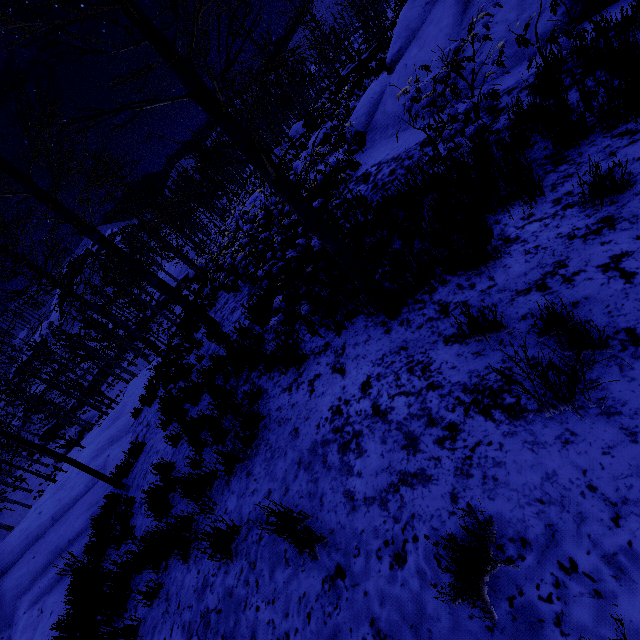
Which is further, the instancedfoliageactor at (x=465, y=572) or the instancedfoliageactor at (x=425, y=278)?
the instancedfoliageactor at (x=425, y=278)

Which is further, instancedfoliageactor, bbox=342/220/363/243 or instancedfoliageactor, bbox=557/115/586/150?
instancedfoliageactor, bbox=342/220/363/243

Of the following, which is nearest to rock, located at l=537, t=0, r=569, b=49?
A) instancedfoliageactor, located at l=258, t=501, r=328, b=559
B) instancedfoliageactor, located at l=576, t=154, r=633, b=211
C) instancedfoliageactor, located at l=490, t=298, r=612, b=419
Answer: instancedfoliageactor, located at l=576, t=154, r=633, b=211

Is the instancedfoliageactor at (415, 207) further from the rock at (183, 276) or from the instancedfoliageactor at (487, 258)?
the rock at (183, 276)

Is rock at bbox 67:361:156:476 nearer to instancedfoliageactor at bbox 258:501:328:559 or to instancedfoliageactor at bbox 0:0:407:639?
instancedfoliageactor at bbox 0:0:407:639

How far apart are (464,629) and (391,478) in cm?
90

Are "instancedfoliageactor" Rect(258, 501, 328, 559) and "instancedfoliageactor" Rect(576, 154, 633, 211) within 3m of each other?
no

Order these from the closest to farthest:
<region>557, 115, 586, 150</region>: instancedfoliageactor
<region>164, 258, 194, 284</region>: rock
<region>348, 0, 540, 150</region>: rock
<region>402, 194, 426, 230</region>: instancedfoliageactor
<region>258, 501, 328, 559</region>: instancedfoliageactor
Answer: <region>258, 501, 328, 559</region>: instancedfoliageactor → <region>557, 115, 586, 150</region>: instancedfoliageactor → <region>402, 194, 426, 230</region>: instancedfoliageactor → <region>348, 0, 540, 150</region>: rock → <region>164, 258, 194, 284</region>: rock
